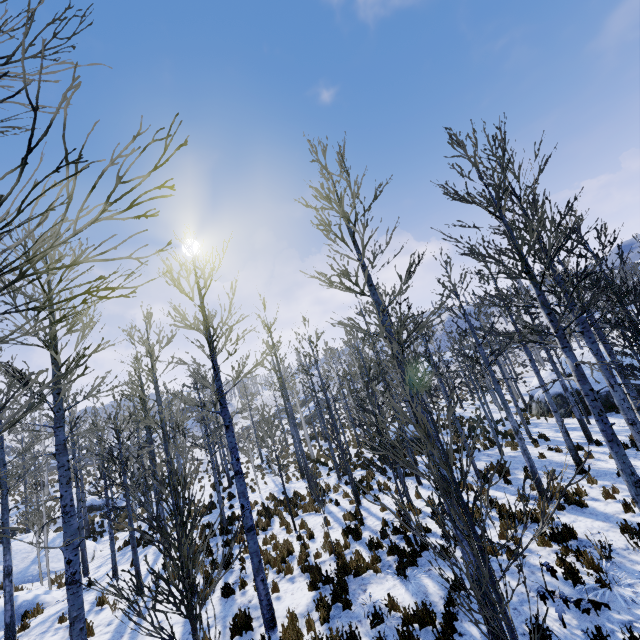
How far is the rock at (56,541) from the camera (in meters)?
18.11

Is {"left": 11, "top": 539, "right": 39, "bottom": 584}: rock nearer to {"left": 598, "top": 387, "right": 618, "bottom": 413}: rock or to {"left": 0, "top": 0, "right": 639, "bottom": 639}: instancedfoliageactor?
{"left": 0, "top": 0, "right": 639, "bottom": 639}: instancedfoliageactor

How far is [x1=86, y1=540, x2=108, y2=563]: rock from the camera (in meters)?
17.38

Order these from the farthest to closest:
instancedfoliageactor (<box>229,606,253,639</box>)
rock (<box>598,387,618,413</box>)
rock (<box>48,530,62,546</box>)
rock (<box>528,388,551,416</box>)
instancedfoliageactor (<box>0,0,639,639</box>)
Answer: rock (<box>528,388,551,416</box>) < rock (<box>598,387,618,413</box>) < rock (<box>48,530,62,546</box>) < instancedfoliageactor (<box>229,606,253,639</box>) < instancedfoliageactor (<box>0,0,639,639</box>)

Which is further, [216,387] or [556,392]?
[556,392]

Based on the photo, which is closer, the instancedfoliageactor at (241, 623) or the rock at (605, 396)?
Answer: the instancedfoliageactor at (241, 623)

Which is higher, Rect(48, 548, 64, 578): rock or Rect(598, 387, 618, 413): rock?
Rect(48, 548, 64, 578): rock
